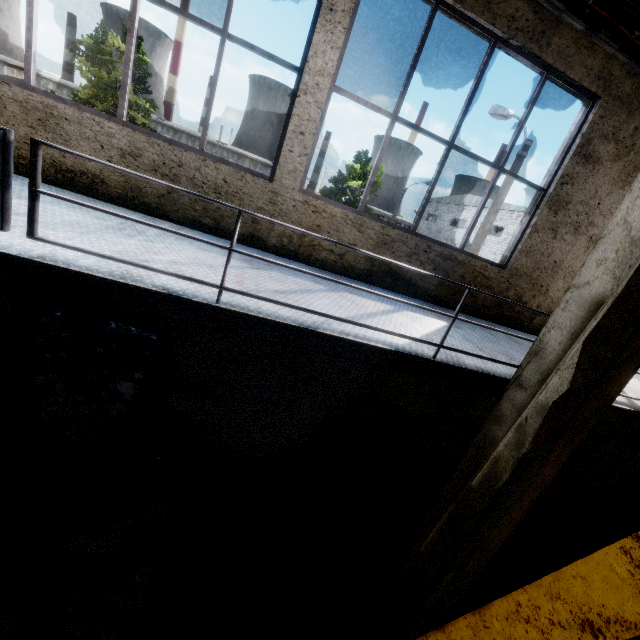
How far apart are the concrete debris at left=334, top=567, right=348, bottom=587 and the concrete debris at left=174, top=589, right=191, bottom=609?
2.02m

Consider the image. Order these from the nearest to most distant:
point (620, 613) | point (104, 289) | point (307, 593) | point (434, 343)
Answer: point (620, 613) < point (104, 289) < point (434, 343) < point (307, 593)

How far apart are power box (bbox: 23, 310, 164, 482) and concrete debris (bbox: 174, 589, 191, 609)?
1.8 meters

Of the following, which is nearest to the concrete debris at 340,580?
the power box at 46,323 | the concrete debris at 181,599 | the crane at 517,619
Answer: the crane at 517,619

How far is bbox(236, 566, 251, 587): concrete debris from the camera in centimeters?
432cm

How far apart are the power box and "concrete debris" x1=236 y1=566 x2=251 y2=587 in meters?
2.2

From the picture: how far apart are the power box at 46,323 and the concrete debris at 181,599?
1.8 meters

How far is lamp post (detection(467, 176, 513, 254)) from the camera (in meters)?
9.62
